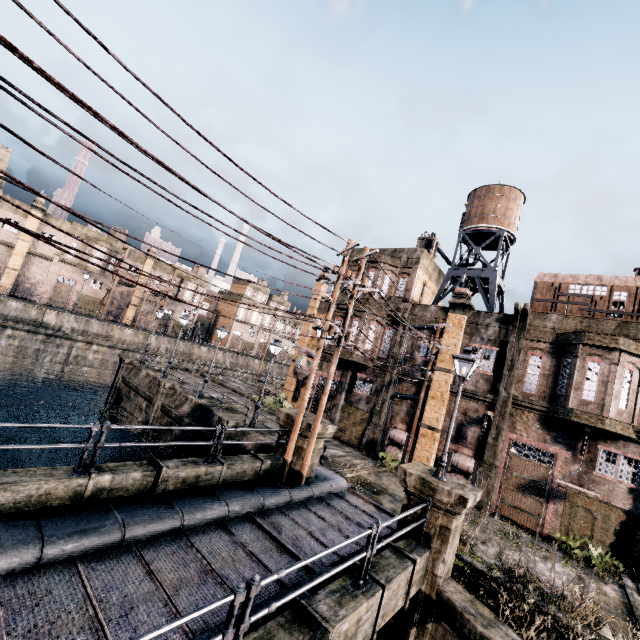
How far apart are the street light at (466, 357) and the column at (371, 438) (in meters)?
12.86

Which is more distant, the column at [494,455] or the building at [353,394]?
the building at [353,394]

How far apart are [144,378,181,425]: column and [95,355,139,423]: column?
A: 6.9 meters

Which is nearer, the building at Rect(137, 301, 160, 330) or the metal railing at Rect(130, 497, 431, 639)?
the metal railing at Rect(130, 497, 431, 639)

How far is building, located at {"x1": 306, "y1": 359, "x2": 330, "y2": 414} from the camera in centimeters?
2809cm

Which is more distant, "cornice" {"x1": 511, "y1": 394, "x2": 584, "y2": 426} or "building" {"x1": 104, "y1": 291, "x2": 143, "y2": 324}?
"building" {"x1": 104, "y1": 291, "x2": 143, "y2": 324}

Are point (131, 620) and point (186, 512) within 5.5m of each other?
yes

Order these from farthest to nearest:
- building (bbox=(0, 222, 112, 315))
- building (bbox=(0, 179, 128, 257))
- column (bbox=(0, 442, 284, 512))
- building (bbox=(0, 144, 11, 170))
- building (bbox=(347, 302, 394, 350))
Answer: building (bbox=(0, 179, 128, 257)), building (bbox=(0, 222, 112, 315)), building (bbox=(0, 144, 11, 170)), building (bbox=(347, 302, 394, 350)), column (bbox=(0, 442, 284, 512))
